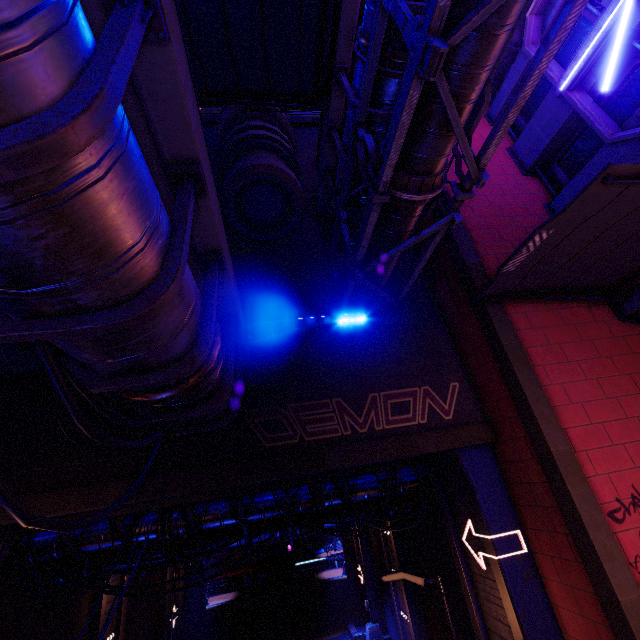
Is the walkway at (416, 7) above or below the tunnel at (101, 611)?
above

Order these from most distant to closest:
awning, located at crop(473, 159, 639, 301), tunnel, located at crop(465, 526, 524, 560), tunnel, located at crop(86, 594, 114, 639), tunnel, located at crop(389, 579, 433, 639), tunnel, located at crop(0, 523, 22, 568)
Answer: tunnel, located at crop(389, 579, 433, 639)
tunnel, located at crop(86, 594, 114, 639)
tunnel, located at crop(0, 523, 22, 568)
tunnel, located at crop(465, 526, 524, 560)
awning, located at crop(473, 159, 639, 301)

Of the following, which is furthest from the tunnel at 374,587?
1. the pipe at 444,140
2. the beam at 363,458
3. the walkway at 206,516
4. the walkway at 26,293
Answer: the walkway at 26,293

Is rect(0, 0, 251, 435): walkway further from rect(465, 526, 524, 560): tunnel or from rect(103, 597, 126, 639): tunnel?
rect(103, 597, 126, 639): tunnel

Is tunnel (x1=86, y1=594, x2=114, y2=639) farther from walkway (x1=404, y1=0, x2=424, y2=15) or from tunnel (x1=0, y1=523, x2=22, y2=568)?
walkway (x1=404, y1=0, x2=424, y2=15)

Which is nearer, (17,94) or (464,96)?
(17,94)

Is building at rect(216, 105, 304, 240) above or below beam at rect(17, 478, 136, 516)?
above

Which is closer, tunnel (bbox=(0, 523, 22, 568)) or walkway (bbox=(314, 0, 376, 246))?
walkway (bbox=(314, 0, 376, 246))
